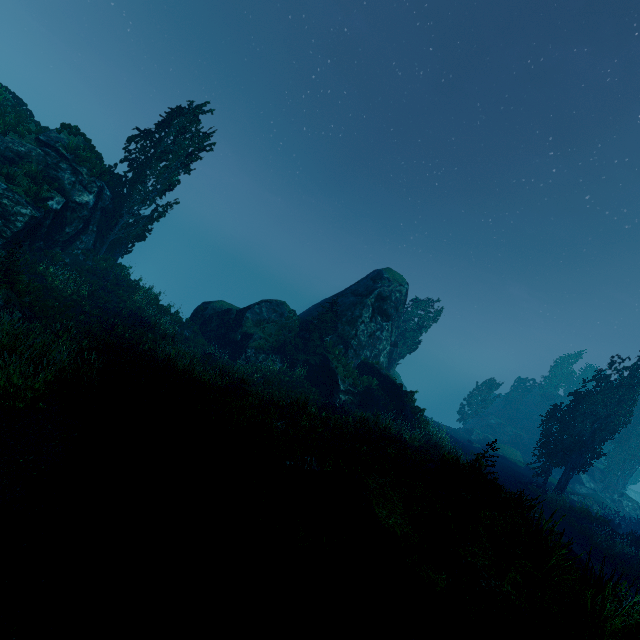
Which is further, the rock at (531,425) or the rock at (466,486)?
the rock at (531,425)

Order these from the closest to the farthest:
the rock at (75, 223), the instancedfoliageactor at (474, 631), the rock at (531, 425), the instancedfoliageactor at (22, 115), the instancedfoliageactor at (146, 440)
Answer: the instancedfoliageactor at (474, 631), the instancedfoliageactor at (146, 440), the rock at (75, 223), the instancedfoliageactor at (22, 115), the rock at (531, 425)

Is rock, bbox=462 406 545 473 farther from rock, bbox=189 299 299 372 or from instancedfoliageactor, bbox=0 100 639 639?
rock, bbox=189 299 299 372

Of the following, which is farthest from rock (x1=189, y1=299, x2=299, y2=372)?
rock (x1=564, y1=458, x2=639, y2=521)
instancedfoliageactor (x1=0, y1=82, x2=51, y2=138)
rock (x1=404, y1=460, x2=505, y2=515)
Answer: rock (x1=564, y1=458, x2=639, y2=521)

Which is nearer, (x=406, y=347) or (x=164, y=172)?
(x=164, y=172)

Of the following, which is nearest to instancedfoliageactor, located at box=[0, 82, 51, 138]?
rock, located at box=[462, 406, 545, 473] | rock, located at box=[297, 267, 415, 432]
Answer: rock, located at box=[297, 267, 415, 432]

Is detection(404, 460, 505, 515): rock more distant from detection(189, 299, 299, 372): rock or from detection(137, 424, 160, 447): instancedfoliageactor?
detection(189, 299, 299, 372): rock

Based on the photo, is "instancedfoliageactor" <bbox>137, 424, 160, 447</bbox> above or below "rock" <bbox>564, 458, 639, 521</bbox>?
below
